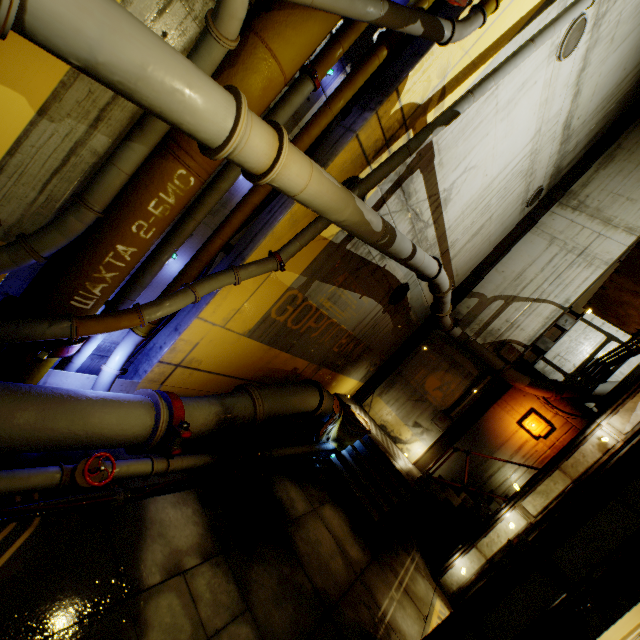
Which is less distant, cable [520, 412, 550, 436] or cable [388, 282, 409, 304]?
cable [388, 282, 409, 304]

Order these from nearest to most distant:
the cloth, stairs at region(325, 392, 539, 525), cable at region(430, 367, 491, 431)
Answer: stairs at region(325, 392, 539, 525), the cloth, cable at region(430, 367, 491, 431)

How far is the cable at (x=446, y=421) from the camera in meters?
11.8

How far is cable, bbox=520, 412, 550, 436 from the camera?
10.5 meters

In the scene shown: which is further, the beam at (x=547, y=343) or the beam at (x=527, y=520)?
the beam at (x=547, y=343)

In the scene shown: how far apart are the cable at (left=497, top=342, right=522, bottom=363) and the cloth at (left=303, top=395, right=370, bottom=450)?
5.3m

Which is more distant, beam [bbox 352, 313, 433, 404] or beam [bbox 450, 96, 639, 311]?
beam [bbox 352, 313, 433, 404]

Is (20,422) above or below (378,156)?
below
